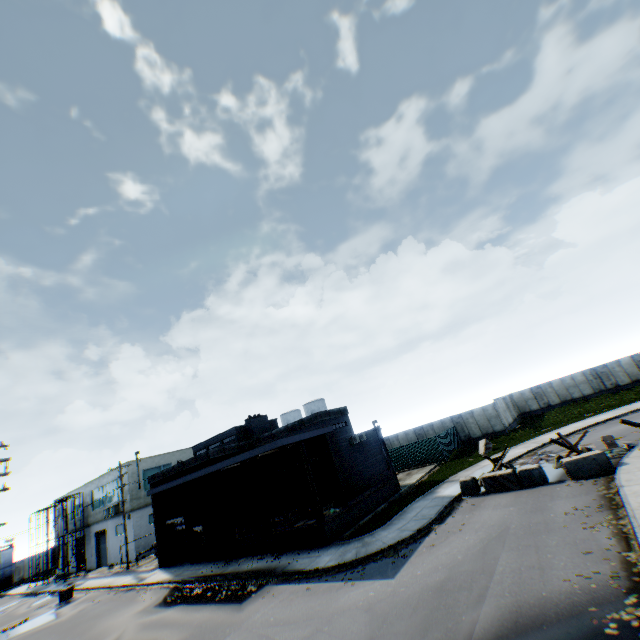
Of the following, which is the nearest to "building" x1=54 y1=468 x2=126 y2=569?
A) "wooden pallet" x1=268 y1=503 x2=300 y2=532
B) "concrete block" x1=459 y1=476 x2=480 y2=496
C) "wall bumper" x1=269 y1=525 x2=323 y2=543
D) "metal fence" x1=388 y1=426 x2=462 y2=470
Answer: "metal fence" x1=388 y1=426 x2=462 y2=470

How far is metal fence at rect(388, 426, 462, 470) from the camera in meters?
31.5

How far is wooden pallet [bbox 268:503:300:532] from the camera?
19.62m

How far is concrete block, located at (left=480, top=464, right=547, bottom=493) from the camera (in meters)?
16.14

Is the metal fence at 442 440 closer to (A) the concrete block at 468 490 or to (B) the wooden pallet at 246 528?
(A) the concrete block at 468 490

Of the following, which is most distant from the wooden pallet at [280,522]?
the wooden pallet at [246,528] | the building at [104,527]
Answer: the building at [104,527]

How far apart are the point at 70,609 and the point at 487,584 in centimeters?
3043cm

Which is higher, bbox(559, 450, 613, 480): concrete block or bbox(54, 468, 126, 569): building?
bbox(54, 468, 126, 569): building
